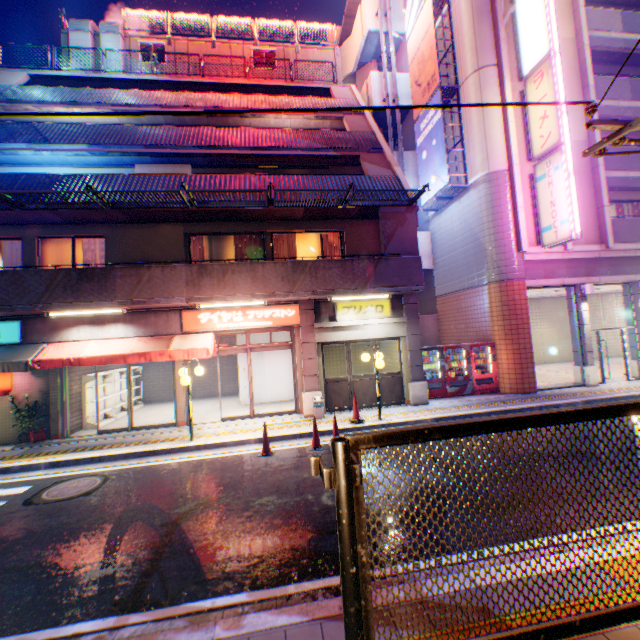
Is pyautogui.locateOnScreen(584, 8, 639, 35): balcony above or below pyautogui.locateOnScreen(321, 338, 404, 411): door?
above

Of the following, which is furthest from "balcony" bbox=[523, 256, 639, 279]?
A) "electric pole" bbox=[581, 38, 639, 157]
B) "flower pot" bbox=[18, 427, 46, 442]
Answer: "flower pot" bbox=[18, 427, 46, 442]

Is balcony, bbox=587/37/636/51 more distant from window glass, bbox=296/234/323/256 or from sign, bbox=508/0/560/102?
window glass, bbox=296/234/323/256

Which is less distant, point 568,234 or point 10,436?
point 10,436

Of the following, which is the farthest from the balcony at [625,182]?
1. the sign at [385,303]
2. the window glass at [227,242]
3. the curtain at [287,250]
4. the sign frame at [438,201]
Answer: the window glass at [227,242]

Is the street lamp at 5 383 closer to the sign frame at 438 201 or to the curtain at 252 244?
the curtain at 252 244

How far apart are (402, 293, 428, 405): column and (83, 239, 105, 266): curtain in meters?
10.5 m

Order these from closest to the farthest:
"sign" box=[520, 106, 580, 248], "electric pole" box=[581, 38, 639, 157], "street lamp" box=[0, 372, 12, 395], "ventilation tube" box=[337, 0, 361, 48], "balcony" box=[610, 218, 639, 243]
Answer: "electric pole" box=[581, 38, 639, 157] → "street lamp" box=[0, 372, 12, 395] → "sign" box=[520, 106, 580, 248] → "balcony" box=[610, 218, 639, 243] → "ventilation tube" box=[337, 0, 361, 48]
